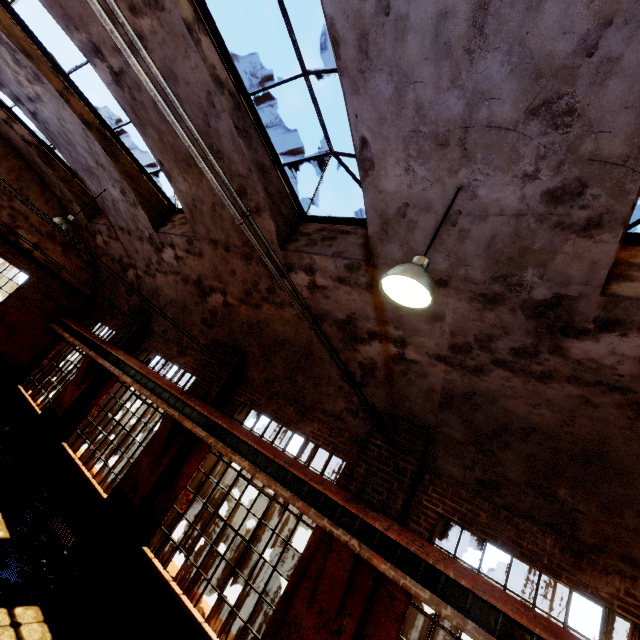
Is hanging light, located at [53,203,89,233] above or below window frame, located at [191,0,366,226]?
below

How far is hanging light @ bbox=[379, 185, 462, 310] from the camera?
3.0 meters

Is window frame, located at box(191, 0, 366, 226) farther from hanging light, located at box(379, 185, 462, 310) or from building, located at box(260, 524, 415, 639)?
hanging light, located at box(379, 185, 462, 310)

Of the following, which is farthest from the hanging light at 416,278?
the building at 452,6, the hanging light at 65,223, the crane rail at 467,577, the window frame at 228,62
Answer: the hanging light at 65,223

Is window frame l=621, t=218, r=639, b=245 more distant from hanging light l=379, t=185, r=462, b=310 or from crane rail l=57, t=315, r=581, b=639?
crane rail l=57, t=315, r=581, b=639

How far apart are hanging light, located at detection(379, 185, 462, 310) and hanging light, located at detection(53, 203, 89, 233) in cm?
951

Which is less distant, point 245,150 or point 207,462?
point 245,150

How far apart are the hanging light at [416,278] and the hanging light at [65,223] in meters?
9.5
